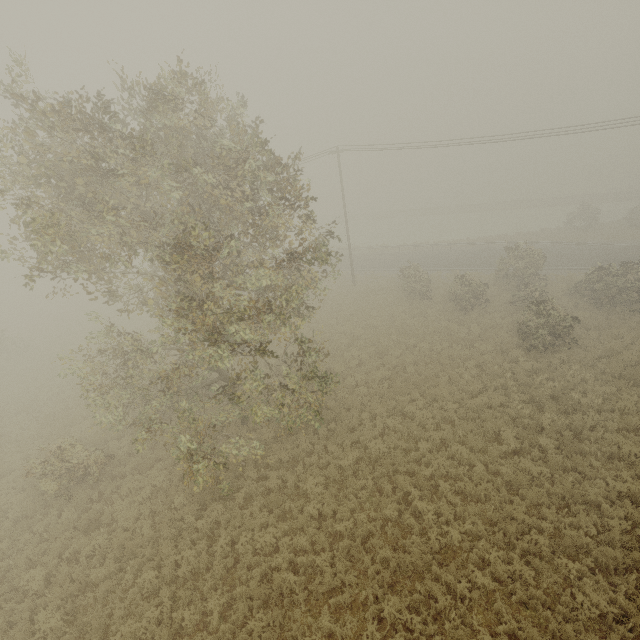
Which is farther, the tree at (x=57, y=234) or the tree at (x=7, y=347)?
the tree at (x=7, y=347)

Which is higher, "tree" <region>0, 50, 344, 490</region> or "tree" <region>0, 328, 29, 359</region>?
"tree" <region>0, 50, 344, 490</region>

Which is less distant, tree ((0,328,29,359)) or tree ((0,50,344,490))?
tree ((0,50,344,490))

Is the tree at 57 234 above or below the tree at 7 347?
above

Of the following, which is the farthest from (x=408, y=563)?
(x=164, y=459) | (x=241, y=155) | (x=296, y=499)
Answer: (x=241, y=155)
